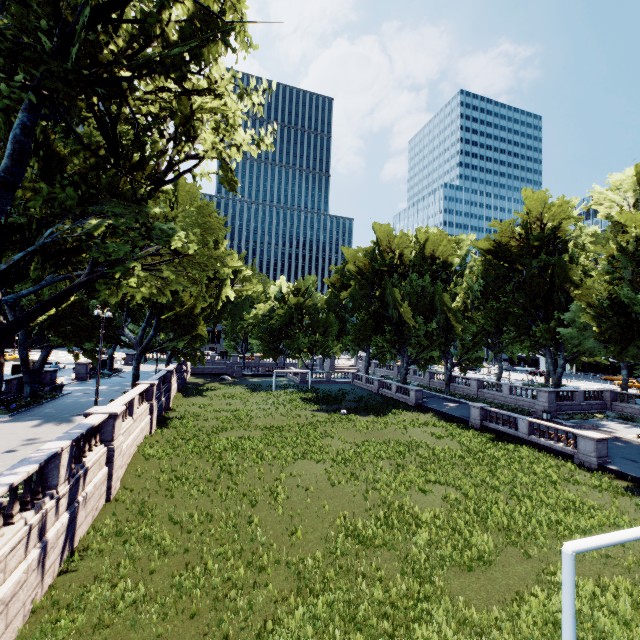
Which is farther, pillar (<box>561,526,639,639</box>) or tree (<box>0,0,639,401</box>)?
tree (<box>0,0,639,401</box>)

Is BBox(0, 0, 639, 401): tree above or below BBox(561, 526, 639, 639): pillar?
above

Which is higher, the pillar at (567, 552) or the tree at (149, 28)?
the tree at (149, 28)

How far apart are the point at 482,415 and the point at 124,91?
34.9m

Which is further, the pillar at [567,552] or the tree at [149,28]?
the tree at [149,28]
